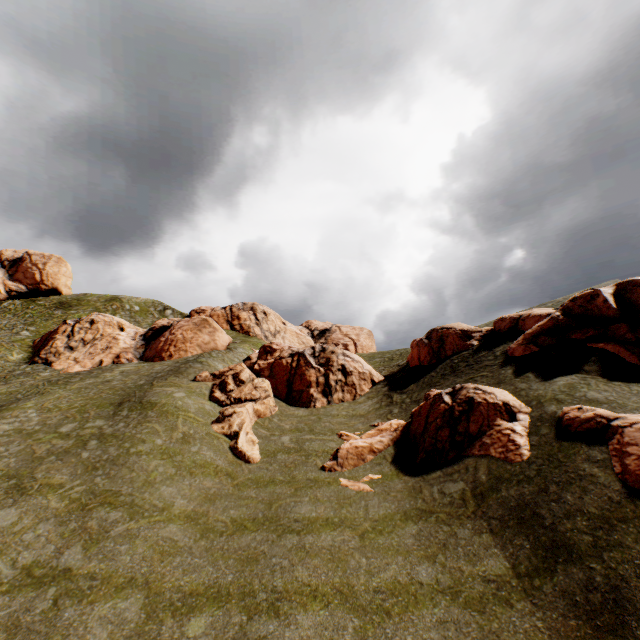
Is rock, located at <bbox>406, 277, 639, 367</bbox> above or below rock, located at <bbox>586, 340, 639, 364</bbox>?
above

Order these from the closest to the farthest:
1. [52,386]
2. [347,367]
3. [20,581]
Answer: [20,581]
[52,386]
[347,367]

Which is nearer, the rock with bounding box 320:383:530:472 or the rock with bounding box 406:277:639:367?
the rock with bounding box 320:383:530:472

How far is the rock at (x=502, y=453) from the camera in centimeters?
1372cm

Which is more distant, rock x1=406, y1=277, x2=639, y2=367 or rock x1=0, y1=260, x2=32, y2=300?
rock x1=0, y1=260, x2=32, y2=300

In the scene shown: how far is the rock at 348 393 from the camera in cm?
2328

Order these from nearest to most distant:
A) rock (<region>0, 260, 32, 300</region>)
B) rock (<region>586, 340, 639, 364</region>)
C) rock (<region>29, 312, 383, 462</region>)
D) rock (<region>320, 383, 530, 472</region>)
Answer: rock (<region>320, 383, 530, 472</region>) → rock (<region>586, 340, 639, 364</region>) → rock (<region>29, 312, 383, 462</region>) → rock (<region>0, 260, 32, 300</region>)

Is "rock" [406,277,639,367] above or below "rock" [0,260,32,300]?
below
